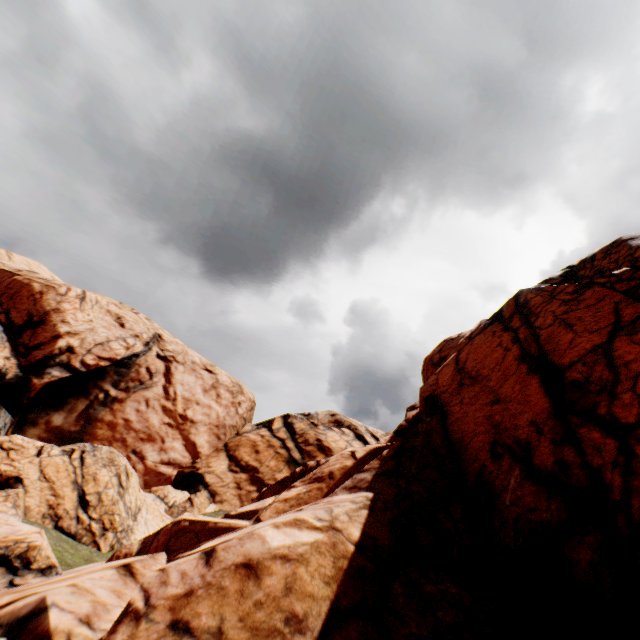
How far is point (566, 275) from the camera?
13.7 meters
